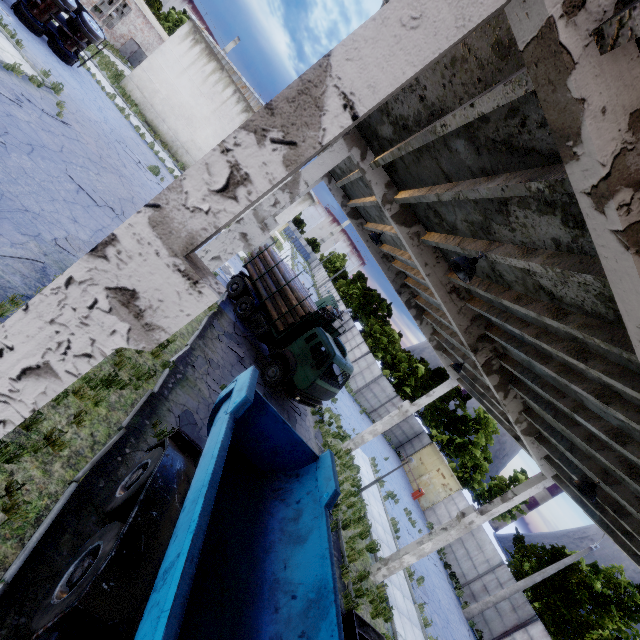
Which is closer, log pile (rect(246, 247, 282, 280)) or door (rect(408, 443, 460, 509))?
log pile (rect(246, 247, 282, 280))

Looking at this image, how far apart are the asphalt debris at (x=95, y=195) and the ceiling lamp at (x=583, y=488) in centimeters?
1669cm

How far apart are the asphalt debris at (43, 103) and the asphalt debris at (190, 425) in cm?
1337

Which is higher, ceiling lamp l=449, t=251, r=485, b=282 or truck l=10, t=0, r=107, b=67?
ceiling lamp l=449, t=251, r=485, b=282

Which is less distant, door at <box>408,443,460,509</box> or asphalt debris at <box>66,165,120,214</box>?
asphalt debris at <box>66,165,120,214</box>

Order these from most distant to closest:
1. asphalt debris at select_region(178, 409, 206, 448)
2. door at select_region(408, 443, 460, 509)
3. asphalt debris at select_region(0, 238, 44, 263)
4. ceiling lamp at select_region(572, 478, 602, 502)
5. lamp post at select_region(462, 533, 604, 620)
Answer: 1. door at select_region(408, 443, 460, 509)
2. lamp post at select_region(462, 533, 604, 620)
3. asphalt debris at select_region(178, 409, 206, 448)
4. ceiling lamp at select_region(572, 478, 602, 502)
5. asphalt debris at select_region(0, 238, 44, 263)

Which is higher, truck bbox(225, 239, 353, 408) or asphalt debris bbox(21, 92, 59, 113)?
truck bbox(225, 239, 353, 408)

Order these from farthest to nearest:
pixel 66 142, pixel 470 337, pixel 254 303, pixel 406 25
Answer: pixel 254 303 → pixel 66 142 → pixel 470 337 → pixel 406 25
